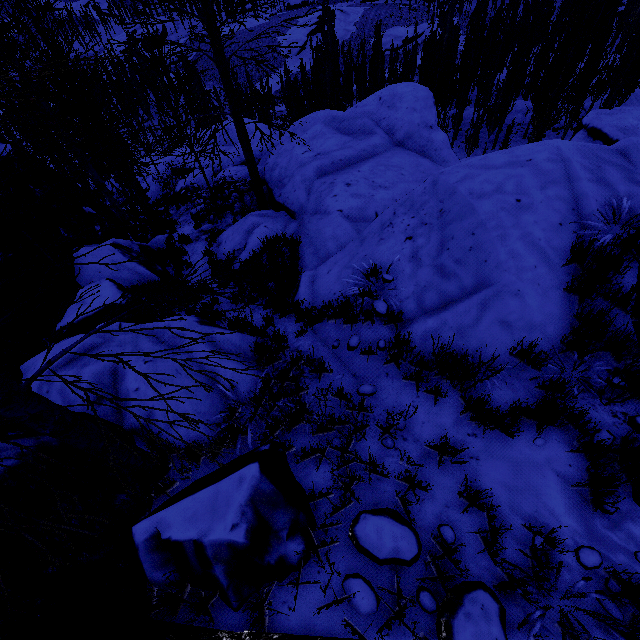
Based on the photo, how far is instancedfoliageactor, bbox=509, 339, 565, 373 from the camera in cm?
356

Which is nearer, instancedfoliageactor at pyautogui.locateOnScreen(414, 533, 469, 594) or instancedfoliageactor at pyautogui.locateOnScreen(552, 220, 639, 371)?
instancedfoliageactor at pyautogui.locateOnScreen(414, 533, 469, 594)

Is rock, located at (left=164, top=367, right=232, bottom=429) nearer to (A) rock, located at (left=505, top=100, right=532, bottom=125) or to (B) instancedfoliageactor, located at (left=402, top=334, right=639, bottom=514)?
(B) instancedfoliageactor, located at (left=402, top=334, right=639, bottom=514)

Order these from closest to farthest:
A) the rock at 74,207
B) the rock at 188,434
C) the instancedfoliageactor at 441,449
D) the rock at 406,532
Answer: the rock at 406,532, the instancedfoliageactor at 441,449, the rock at 188,434, the rock at 74,207

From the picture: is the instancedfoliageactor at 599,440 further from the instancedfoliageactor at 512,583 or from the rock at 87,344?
the instancedfoliageactor at 512,583

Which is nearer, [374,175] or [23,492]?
[23,492]

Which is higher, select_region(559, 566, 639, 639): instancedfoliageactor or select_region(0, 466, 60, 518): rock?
select_region(0, 466, 60, 518): rock

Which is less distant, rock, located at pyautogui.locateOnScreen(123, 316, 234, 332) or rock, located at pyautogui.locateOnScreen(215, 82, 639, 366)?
rock, located at pyautogui.locateOnScreen(215, 82, 639, 366)
